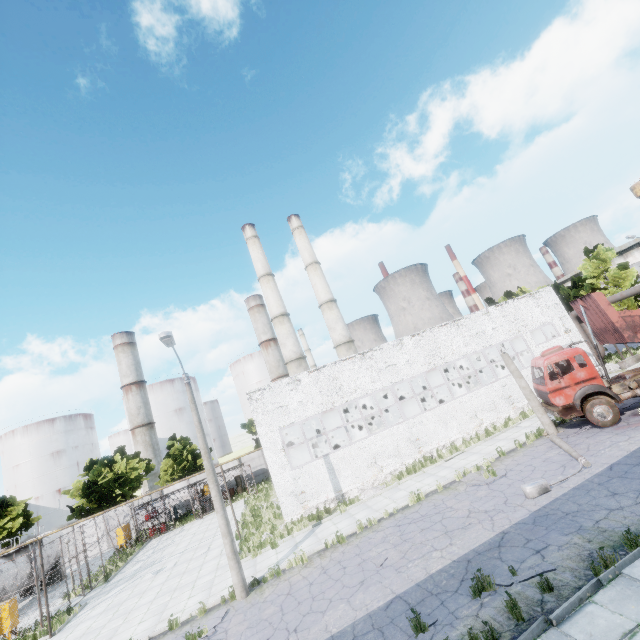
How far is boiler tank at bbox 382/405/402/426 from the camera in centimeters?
3067cm

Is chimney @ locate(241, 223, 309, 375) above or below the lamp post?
above

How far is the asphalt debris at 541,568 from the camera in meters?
7.6

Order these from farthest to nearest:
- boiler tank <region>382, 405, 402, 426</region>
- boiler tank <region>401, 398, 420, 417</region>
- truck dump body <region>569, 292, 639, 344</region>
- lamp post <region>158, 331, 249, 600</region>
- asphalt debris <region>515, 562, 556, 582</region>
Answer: boiler tank <region>382, 405, 402, 426</region> → boiler tank <region>401, 398, 420, 417</region> → truck dump body <region>569, 292, 639, 344</region> → lamp post <region>158, 331, 249, 600</region> → asphalt debris <region>515, 562, 556, 582</region>

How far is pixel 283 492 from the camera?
18.4m

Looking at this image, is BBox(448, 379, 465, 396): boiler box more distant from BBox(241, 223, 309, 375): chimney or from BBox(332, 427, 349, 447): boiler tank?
BBox(241, 223, 309, 375): chimney

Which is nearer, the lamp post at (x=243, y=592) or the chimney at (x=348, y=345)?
the lamp post at (x=243, y=592)

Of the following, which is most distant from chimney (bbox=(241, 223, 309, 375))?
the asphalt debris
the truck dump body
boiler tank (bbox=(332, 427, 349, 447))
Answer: the asphalt debris
